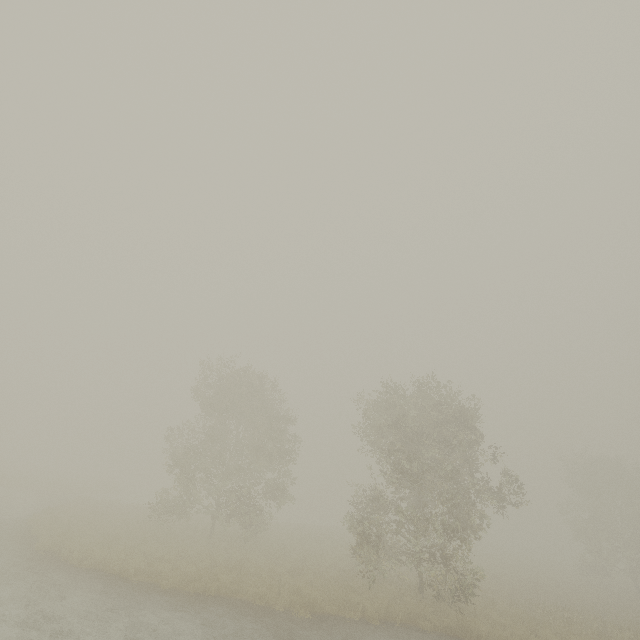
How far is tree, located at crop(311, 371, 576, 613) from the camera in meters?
14.7

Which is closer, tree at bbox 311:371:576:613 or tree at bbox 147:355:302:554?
tree at bbox 311:371:576:613

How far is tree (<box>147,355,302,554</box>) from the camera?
20.7 meters

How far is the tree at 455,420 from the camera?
14.7 meters

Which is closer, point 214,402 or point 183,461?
point 183,461

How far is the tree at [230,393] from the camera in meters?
20.7
